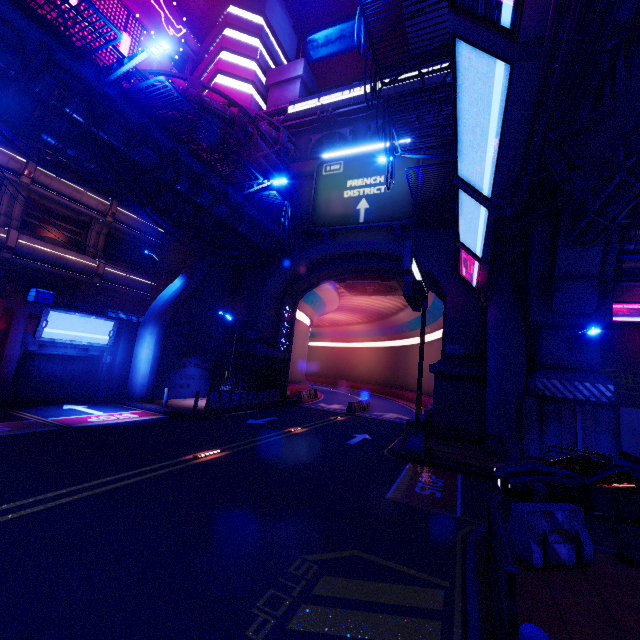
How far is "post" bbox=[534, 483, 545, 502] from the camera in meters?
6.8

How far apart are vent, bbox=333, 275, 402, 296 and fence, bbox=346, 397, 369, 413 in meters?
10.0 m

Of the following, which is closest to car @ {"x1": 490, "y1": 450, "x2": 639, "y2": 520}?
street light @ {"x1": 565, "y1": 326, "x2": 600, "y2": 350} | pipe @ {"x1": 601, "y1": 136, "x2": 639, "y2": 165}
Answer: street light @ {"x1": 565, "y1": 326, "x2": 600, "y2": 350}

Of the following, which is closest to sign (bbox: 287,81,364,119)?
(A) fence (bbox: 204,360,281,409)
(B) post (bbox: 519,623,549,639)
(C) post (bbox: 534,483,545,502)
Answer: (A) fence (bbox: 204,360,281,409)

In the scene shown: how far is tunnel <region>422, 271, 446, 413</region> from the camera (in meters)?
21.98

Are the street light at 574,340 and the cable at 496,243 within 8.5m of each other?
yes

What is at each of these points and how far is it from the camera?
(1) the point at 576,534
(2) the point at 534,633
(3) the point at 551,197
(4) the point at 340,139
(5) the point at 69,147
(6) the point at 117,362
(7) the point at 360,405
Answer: (1) fence, 6.1m
(2) post, 2.6m
(3) pillar, 14.6m
(4) vent, 27.4m
(5) walkway, 12.6m
(6) column, 19.1m
(7) fence, 26.8m

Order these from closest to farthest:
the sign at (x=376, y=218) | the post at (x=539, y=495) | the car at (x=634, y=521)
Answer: the post at (x=539, y=495)
the car at (x=634, y=521)
the sign at (x=376, y=218)
